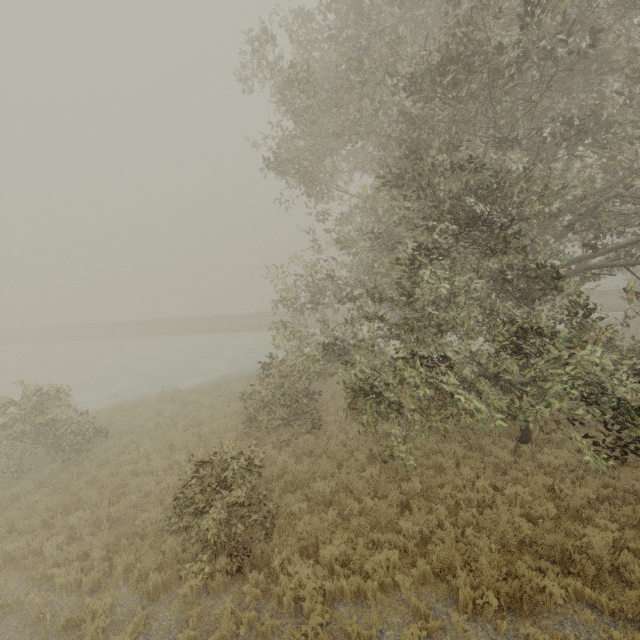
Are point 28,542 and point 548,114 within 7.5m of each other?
no
